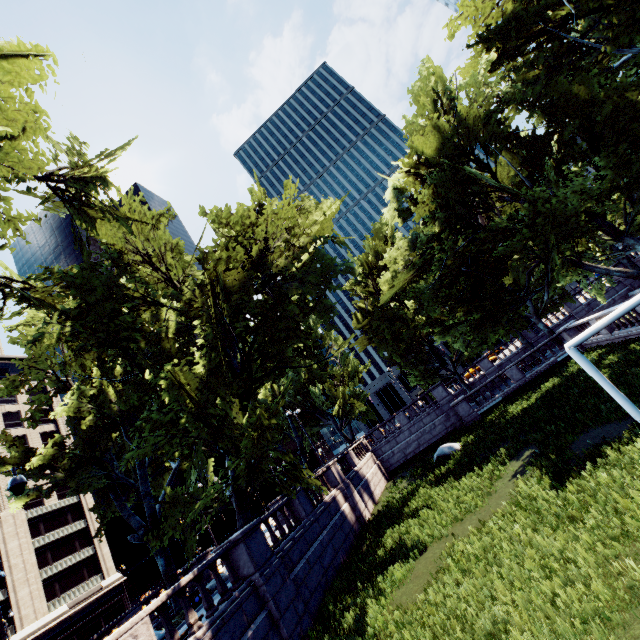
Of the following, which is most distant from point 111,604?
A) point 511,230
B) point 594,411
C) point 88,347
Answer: point 511,230

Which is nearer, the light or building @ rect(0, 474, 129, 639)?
the light

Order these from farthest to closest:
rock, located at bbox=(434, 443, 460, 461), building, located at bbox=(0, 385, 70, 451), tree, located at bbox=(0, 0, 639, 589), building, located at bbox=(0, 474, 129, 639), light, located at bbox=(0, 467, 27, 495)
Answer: building, located at bbox=(0, 385, 70, 451), building, located at bbox=(0, 474, 129, 639), rock, located at bbox=(434, 443, 460, 461), tree, located at bbox=(0, 0, 639, 589), light, located at bbox=(0, 467, 27, 495)

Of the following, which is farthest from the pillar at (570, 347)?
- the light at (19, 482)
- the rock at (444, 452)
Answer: the light at (19, 482)

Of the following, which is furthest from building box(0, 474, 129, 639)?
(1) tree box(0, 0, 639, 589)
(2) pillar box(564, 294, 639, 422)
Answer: Result: (2) pillar box(564, 294, 639, 422)

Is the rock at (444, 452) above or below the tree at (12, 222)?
below

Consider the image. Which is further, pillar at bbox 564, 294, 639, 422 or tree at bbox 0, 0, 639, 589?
tree at bbox 0, 0, 639, 589
